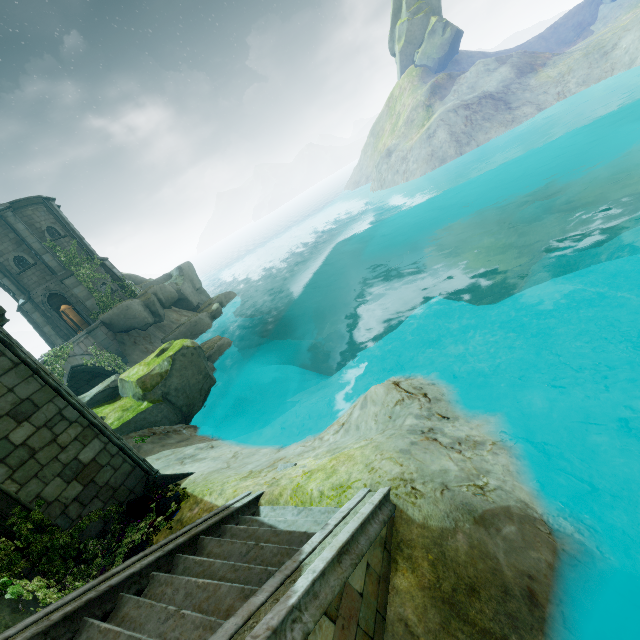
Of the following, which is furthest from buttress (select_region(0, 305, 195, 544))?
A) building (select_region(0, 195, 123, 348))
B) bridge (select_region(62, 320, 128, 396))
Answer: building (select_region(0, 195, 123, 348))

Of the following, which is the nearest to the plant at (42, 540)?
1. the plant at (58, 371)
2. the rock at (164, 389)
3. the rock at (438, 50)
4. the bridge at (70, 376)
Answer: the rock at (164, 389)

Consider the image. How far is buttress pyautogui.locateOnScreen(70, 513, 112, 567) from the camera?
6.3 meters

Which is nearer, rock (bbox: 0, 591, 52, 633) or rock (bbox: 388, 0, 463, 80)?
rock (bbox: 0, 591, 52, 633)

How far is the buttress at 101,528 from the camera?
6.3m

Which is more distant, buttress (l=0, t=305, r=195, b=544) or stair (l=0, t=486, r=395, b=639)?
buttress (l=0, t=305, r=195, b=544)

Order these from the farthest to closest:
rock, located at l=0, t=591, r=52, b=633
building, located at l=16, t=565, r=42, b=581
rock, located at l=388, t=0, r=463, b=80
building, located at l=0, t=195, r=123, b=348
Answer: rock, located at l=388, t=0, r=463, b=80, building, located at l=0, t=195, r=123, b=348, building, located at l=16, t=565, r=42, b=581, rock, located at l=0, t=591, r=52, b=633

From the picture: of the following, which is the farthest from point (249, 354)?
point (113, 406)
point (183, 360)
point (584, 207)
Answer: point (584, 207)
